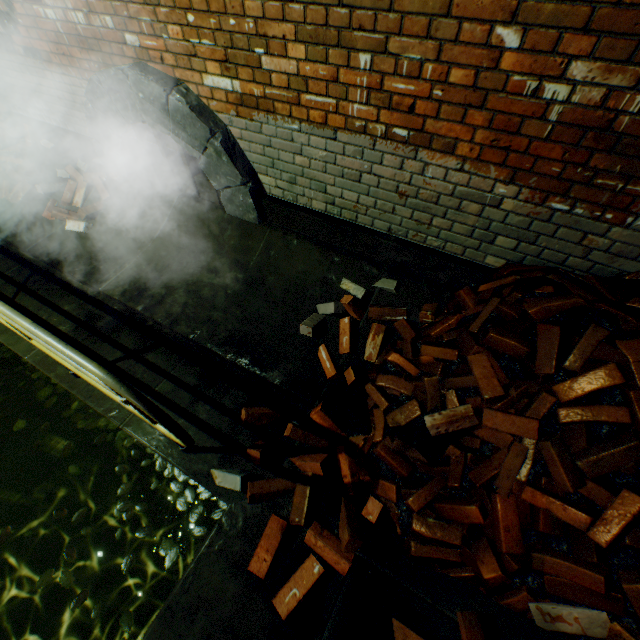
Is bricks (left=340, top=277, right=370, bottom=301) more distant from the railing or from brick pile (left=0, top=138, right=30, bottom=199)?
brick pile (left=0, top=138, right=30, bottom=199)

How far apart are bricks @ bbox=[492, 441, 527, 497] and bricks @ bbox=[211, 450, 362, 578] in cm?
48

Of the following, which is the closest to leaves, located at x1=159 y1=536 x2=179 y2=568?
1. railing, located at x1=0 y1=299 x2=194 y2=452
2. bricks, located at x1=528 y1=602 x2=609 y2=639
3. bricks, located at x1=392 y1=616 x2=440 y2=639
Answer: railing, located at x1=0 y1=299 x2=194 y2=452

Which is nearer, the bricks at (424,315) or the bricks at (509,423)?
the bricks at (509,423)

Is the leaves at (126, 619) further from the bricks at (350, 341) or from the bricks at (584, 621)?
the bricks at (584, 621)

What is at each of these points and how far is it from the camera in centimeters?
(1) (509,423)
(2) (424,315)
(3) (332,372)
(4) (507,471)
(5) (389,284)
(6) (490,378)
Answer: (1) bricks, 193cm
(2) bricks, 261cm
(3) bricks, 255cm
(4) bricks, 185cm
(5) bricks, 277cm
(6) bricks, 207cm

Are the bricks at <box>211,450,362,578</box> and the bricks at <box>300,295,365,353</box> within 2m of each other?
yes

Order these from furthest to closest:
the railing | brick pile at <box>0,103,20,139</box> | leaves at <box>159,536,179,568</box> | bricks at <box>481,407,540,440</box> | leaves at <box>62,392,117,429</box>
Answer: brick pile at <box>0,103,20,139</box>
leaves at <box>62,392,117,429</box>
leaves at <box>159,536,179,568</box>
bricks at <box>481,407,540,440</box>
the railing
